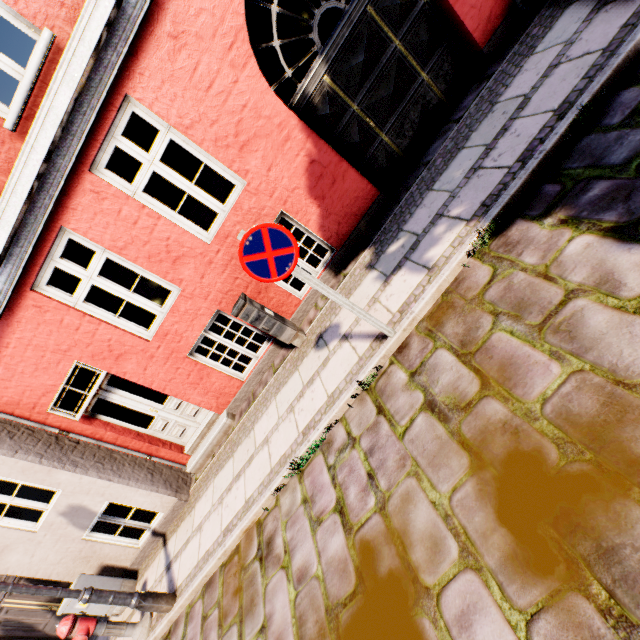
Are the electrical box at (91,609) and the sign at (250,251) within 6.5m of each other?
no

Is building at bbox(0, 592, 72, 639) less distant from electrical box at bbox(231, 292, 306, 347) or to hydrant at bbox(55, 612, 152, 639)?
electrical box at bbox(231, 292, 306, 347)

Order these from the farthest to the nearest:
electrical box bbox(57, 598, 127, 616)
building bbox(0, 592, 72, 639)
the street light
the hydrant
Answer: building bbox(0, 592, 72, 639) → electrical box bbox(57, 598, 127, 616) → the hydrant → the street light

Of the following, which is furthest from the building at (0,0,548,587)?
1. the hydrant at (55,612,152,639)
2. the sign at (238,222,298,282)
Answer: the sign at (238,222,298,282)

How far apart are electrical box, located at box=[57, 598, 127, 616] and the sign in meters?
7.0

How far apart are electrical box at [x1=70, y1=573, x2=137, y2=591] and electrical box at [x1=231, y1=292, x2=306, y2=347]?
5.8m

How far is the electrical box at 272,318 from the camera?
5.0m

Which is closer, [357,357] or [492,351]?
[492,351]
